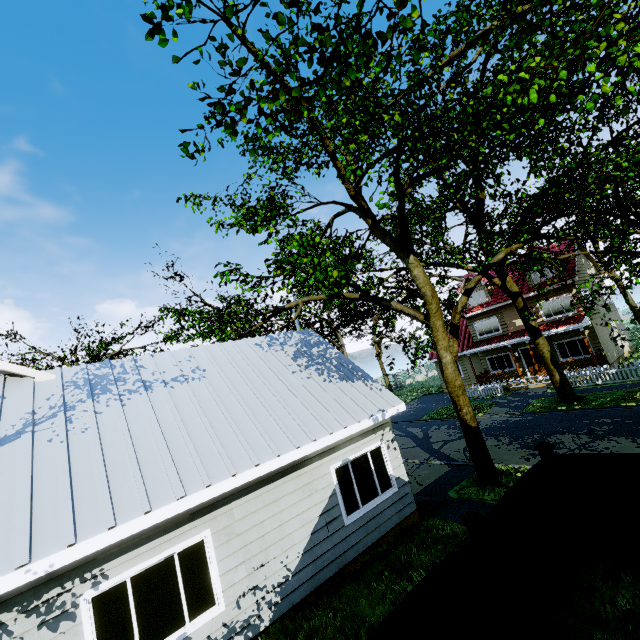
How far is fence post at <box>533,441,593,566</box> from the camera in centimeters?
584cm

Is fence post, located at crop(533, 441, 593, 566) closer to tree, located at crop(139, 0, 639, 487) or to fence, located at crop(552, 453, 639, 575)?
fence, located at crop(552, 453, 639, 575)

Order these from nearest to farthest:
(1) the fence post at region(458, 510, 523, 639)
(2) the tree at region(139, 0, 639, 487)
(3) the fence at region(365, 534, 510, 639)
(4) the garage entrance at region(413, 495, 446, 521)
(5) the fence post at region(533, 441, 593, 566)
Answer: (3) the fence at region(365, 534, 510, 639) → (1) the fence post at region(458, 510, 523, 639) → (2) the tree at region(139, 0, 639, 487) → (5) the fence post at region(533, 441, 593, 566) → (4) the garage entrance at region(413, 495, 446, 521)

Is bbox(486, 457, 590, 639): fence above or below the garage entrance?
above

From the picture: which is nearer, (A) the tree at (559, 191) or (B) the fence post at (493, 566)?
(B) the fence post at (493, 566)

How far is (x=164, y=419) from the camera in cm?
712

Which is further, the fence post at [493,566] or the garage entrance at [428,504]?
the garage entrance at [428,504]
